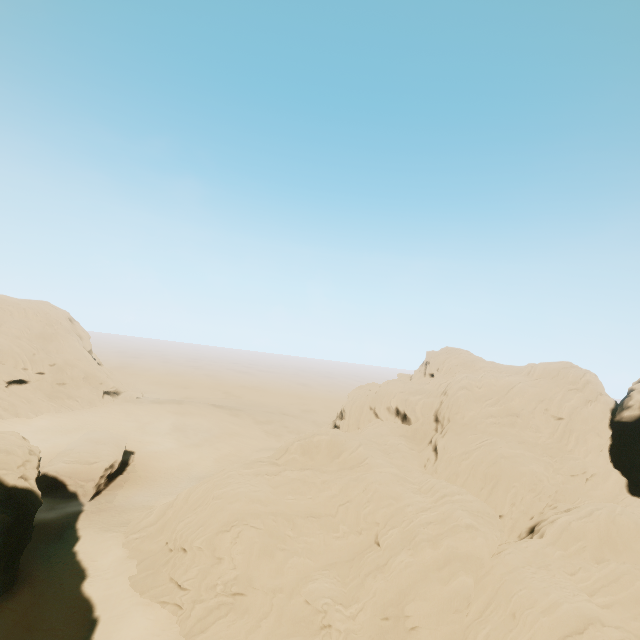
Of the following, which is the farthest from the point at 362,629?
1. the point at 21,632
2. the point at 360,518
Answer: the point at 21,632

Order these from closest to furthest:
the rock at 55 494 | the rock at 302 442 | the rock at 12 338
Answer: the rock at 302 442, the rock at 55 494, the rock at 12 338

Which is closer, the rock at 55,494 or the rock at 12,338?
the rock at 55,494

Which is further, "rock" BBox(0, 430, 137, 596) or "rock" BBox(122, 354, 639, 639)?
"rock" BBox(0, 430, 137, 596)

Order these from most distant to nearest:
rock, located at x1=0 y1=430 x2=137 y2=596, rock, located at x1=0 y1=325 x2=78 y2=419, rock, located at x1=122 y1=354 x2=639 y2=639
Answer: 1. rock, located at x1=0 y1=325 x2=78 y2=419
2. rock, located at x1=0 y1=430 x2=137 y2=596
3. rock, located at x1=122 y1=354 x2=639 y2=639
